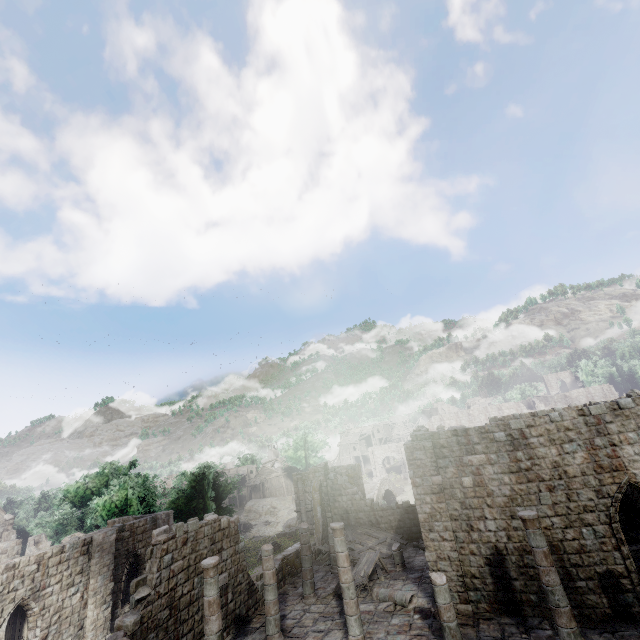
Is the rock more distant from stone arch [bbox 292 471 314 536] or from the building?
the building

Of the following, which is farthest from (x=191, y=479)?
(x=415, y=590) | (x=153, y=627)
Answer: (x=415, y=590)

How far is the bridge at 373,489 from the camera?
44.1 meters

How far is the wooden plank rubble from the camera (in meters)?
20.71

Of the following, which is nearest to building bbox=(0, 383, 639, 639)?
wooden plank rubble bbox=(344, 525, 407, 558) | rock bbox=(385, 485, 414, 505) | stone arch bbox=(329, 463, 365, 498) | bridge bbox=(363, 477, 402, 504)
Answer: wooden plank rubble bbox=(344, 525, 407, 558)

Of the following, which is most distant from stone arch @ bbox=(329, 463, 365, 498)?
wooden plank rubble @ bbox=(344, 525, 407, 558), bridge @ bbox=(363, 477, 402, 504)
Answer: wooden plank rubble @ bbox=(344, 525, 407, 558)

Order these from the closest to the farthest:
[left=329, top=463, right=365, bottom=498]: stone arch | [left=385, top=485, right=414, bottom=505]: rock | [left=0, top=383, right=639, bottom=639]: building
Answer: [left=0, top=383, right=639, bottom=639]: building < [left=329, top=463, right=365, bottom=498]: stone arch < [left=385, top=485, right=414, bottom=505]: rock

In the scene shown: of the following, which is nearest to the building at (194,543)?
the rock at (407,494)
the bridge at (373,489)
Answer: the rock at (407,494)
